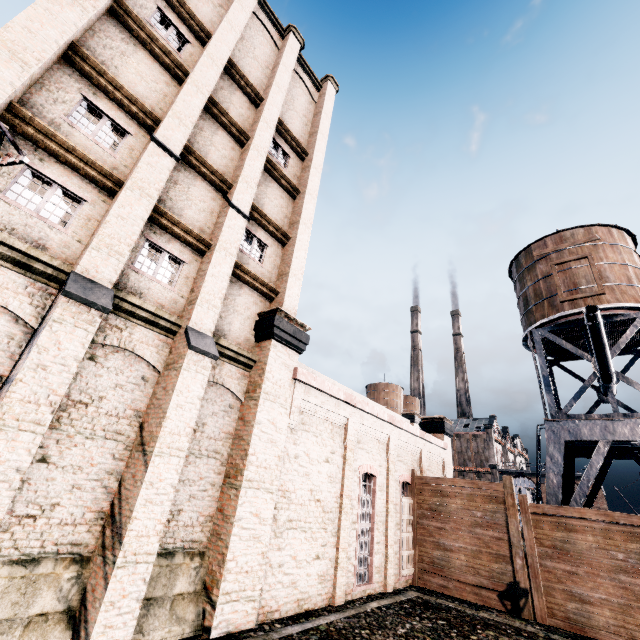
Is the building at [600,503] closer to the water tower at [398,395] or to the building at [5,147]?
the water tower at [398,395]

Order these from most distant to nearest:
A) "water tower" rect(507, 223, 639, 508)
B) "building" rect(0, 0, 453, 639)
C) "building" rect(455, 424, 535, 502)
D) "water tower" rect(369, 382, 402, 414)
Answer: "water tower" rect(369, 382, 402, 414)
"building" rect(455, 424, 535, 502)
"water tower" rect(507, 223, 639, 508)
"building" rect(0, 0, 453, 639)

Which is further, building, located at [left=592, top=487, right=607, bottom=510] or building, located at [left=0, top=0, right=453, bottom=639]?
building, located at [left=592, top=487, right=607, bottom=510]

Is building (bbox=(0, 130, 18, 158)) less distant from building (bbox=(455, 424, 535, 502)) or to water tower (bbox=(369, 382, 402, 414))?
water tower (bbox=(369, 382, 402, 414))

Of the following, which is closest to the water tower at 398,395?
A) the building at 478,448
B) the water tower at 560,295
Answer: the building at 478,448

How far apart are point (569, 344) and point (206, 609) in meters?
23.4

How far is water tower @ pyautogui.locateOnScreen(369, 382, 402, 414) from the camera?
57.5 meters
